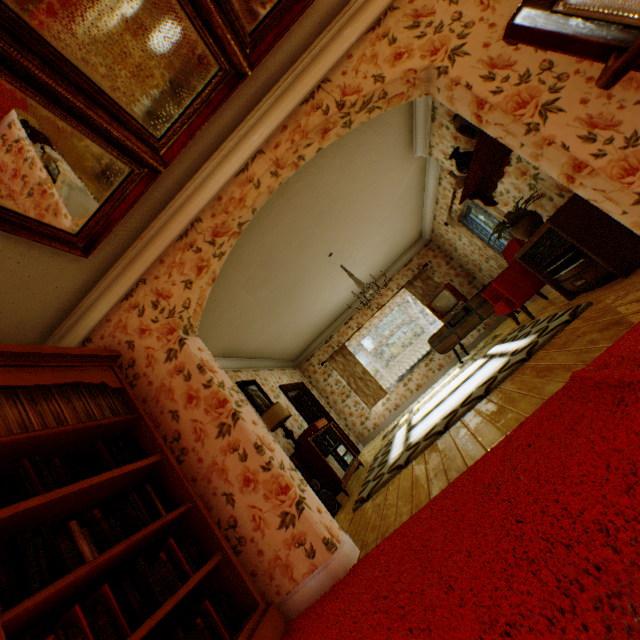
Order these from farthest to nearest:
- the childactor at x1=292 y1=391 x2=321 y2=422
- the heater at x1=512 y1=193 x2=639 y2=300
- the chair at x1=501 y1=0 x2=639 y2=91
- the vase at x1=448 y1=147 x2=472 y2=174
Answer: the childactor at x1=292 y1=391 x2=321 y2=422 → the vase at x1=448 y1=147 x2=472 y2=174 → the heater at x1=512 y1=193 x2=639 y2=300 → the chair at x1=501 y1=0 x2=639 y2=91

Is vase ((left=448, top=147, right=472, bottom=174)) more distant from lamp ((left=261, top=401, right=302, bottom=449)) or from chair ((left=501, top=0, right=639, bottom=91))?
lamp ((left=261, top=401, right=302, bottom=449))

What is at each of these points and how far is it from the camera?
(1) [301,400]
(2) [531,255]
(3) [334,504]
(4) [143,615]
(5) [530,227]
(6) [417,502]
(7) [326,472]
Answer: (1) childactor, 8.7 meters
(2) heater, 4.2 meters
(3) speaker, 4.4 meters
(4) book, 1.7 meters
(5) flower pot, 3.8 meters
(6) building, 2.3 meters
(7) cabinet, 4.7 meters

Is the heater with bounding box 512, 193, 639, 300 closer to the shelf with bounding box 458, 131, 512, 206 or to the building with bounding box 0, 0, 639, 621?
the building with bounding box 0, 0, 639, 621

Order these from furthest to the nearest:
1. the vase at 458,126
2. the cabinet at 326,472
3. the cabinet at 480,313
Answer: the cabinet at 480,313 → the cabinet at 326,472 → the vase at 458,126

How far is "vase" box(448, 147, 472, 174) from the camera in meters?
4.1 m

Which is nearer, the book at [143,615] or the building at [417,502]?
the book at [143,615]

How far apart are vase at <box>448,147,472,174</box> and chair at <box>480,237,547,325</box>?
1.7m
